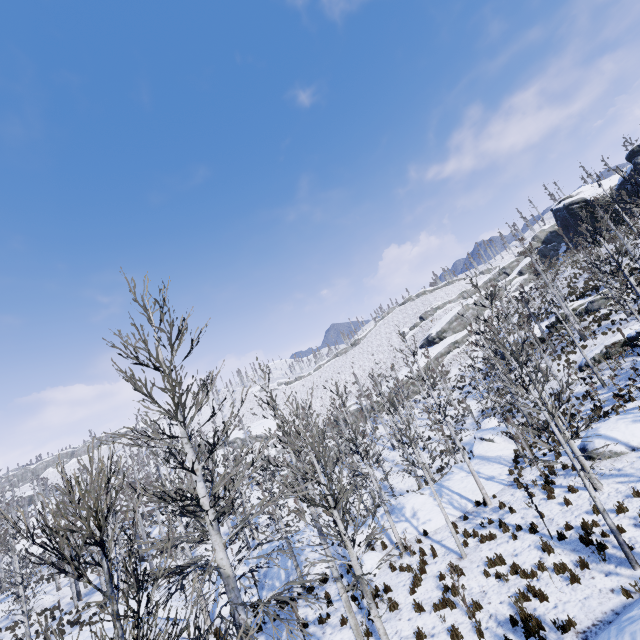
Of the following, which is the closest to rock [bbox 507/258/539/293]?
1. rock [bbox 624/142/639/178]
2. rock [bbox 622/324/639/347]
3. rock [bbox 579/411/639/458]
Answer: rock [bbox 624/142/639/178]

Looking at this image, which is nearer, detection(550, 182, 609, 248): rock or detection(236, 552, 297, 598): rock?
detection(236, 552, 297, 598): rock

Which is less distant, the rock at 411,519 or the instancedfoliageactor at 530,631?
the instancedfoliageactor at 530,631

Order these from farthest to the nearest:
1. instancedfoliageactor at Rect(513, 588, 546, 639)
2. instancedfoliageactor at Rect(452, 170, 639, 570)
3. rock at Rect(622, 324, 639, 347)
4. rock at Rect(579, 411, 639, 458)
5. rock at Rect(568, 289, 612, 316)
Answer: rock at Rect(568, 289, 612, 316), rock at Rect(622, 324, 639, 347), rock at Rect(579, 411, 639, 458), instancedfoliageactor at Rect(452, 170, 639, 570), instancedfoliageactor at Rect(513, 588, 546, 639)

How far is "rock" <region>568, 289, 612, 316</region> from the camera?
28.8 meters

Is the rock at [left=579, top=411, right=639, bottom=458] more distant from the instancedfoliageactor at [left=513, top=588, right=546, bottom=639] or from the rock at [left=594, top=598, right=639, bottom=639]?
the rock at [left=594, top=598, right=639, bottom=639]

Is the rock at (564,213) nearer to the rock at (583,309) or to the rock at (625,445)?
the rock at (583,309)

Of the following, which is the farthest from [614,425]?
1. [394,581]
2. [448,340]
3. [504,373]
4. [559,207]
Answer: [559,207]
